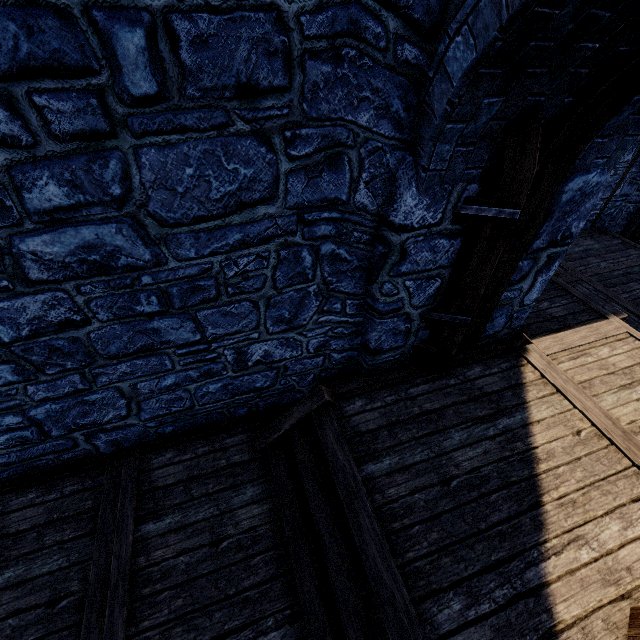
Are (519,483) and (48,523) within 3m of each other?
no

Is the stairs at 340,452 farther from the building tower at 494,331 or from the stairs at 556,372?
the stairs at 556,372

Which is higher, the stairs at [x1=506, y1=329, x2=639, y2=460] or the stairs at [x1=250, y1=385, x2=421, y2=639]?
the stairs at [x1=506, y1=329, x2=639, y2=460]

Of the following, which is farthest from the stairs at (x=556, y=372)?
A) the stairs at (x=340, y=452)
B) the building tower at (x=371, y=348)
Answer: the stairs at (x=340, y=452)

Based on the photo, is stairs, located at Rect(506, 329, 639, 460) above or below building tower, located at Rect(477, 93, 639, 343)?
below

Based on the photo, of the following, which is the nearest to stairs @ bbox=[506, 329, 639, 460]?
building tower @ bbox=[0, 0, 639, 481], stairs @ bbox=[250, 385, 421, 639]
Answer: building tower @ bbox=[0, 0, 639, 481]

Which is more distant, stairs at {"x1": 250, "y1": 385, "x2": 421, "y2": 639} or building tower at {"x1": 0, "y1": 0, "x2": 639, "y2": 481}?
stairs at {"x1": 250, "y1": 385, "x2": 421, "y2": 639}
